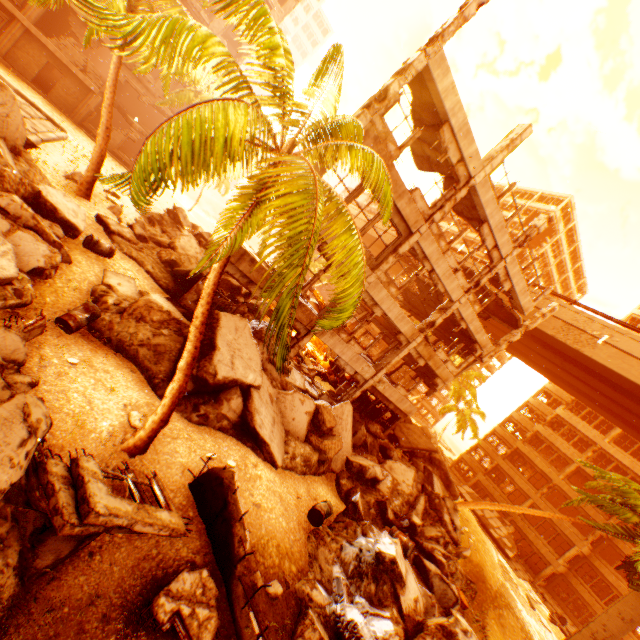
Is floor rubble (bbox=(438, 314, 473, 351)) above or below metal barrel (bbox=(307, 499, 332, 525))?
above

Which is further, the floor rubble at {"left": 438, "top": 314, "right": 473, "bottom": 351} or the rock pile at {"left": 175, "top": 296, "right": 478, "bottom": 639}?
the floor rubble at {"left": 438, "top": 314, "right": 473, "bottom": 351}

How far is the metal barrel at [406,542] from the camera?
11.34m

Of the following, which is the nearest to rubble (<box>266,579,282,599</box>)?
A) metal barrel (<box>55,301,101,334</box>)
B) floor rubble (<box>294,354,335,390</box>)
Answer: metal barrel (<box>55,301,101,334</box>)

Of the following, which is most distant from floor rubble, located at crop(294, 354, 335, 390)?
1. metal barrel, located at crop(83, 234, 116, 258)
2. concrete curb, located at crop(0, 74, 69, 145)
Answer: concrete curb, located at crop(0, 74, 69, 145)

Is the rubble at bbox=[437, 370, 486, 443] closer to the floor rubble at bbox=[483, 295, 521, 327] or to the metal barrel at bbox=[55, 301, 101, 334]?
the metal barrel at bbox=[55, 301, 101, 334]

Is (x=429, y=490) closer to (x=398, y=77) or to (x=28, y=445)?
(x=28, y=445)

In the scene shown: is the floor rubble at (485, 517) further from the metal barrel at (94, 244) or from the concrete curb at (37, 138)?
the concrete curb at (37, 138)
